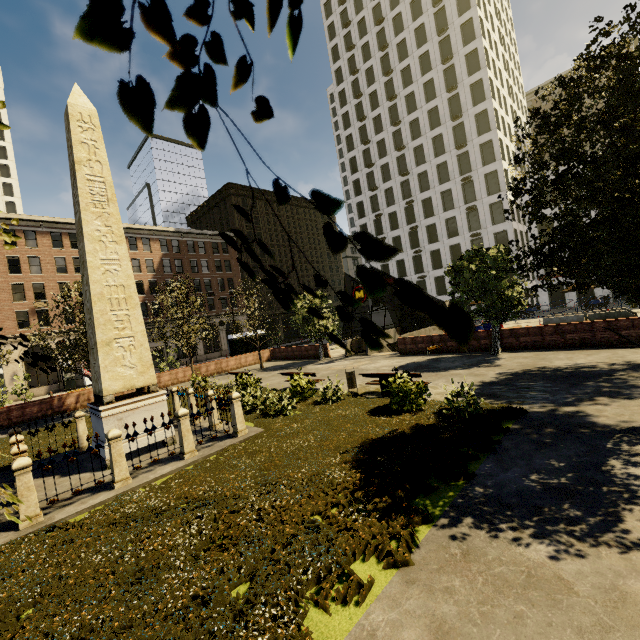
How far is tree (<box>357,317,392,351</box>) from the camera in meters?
0.3 m

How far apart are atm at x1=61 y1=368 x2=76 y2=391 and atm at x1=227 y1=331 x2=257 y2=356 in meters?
19.4

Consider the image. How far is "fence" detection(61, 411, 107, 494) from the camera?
7.3m

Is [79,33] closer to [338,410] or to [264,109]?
[264,109]

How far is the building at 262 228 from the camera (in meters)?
58.19

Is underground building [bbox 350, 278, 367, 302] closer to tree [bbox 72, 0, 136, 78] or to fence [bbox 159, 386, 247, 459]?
tree [bbox 72, 0, 136, 78]

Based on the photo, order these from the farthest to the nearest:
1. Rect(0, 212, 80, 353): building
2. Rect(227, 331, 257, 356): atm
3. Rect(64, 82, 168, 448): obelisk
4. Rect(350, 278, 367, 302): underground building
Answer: Result: Rect(0, 212, 80, 353): building, Rect(227, 331, 257, 356): atm, Rect(350, 278, 367, 302): underground building, Rect(64, 82, 168, 448): obelisk

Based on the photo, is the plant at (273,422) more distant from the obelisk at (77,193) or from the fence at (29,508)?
the obelisk at (77,193)
